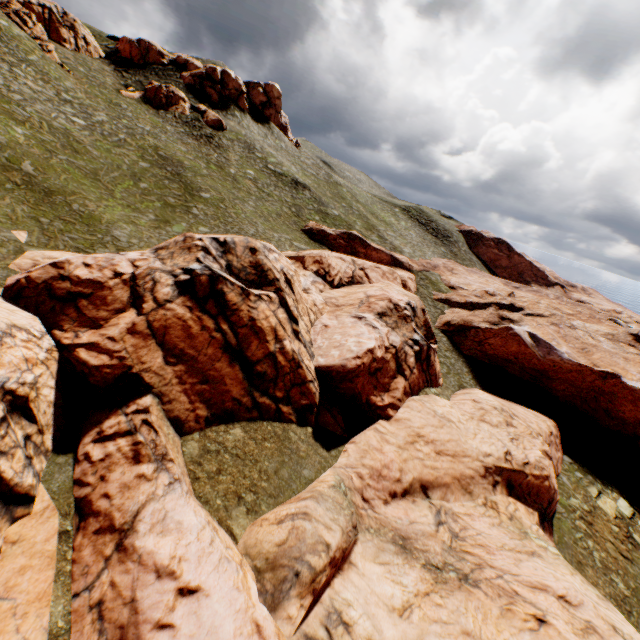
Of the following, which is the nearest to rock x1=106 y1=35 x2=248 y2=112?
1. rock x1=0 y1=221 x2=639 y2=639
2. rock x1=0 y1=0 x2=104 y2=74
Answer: rock x1=0 y1=0 x2=104 y2=74

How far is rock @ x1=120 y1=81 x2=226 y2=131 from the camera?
48.2m

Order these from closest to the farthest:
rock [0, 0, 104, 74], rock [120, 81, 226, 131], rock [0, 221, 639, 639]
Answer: rock [0, 221, 639, 639], rock [0, 0, 104, 74], rock [120, 81, 226, 131]

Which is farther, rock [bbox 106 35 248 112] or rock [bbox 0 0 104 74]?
rock [bbox 106 35 248 112]

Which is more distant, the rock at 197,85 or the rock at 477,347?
the rock at 197,85

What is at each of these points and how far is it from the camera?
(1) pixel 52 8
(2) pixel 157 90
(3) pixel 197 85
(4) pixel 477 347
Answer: (1) rock, 44.6 meters
(2) rock, 48.6 meters
(3) rock, 53.6 meters
(4) rock, 37.5 meters

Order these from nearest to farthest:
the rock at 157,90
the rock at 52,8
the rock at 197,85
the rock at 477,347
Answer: the rock at 477,347
the rock at 52,8
the rock at 157,90
the rock at 197,85

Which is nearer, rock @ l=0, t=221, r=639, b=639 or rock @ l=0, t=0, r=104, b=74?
rock @ l=0, t=221, r=639, b=639
